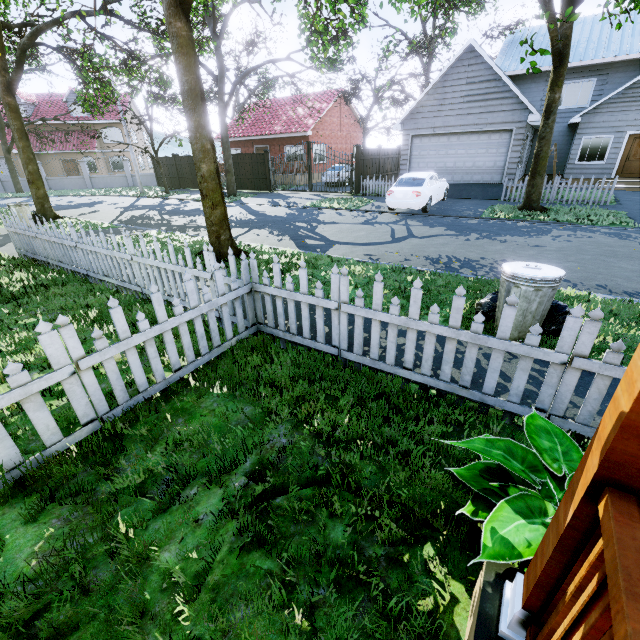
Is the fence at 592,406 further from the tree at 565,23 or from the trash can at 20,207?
the trash can at 20,207

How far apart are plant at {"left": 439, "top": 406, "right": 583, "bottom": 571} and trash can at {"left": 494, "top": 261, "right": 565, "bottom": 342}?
1.97m

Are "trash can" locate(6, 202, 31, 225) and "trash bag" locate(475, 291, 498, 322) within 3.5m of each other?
no

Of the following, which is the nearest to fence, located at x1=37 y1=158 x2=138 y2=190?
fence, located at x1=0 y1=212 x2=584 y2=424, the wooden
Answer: fence, located at x1=0 y1=212 x2=584 y2=424

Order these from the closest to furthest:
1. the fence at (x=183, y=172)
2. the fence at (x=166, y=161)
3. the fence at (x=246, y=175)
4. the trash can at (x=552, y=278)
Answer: the trash can at (x=552, y=278)
the fence at (x=246, y=175)
the fence at (x=183, y=172)
the fence at (x=166, y=161)

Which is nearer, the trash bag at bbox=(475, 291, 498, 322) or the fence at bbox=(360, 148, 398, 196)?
the trash bag at bbox=(475, 291, 498, 322)

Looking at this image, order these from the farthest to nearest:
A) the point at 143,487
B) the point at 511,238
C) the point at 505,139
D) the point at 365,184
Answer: the point at 365,184, the point at 505,139, the point at 511,238, the point at 143,487

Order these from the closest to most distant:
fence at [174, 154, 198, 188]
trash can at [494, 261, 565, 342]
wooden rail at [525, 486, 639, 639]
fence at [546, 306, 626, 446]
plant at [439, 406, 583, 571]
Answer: wooden rail at [525, 486, 639, 639], plant at [439, 406, 583, 571], fence at [546, 306, 626, 446], trash can at [494, 261, 565, 342], fence at [174, 154, 198, 188]
